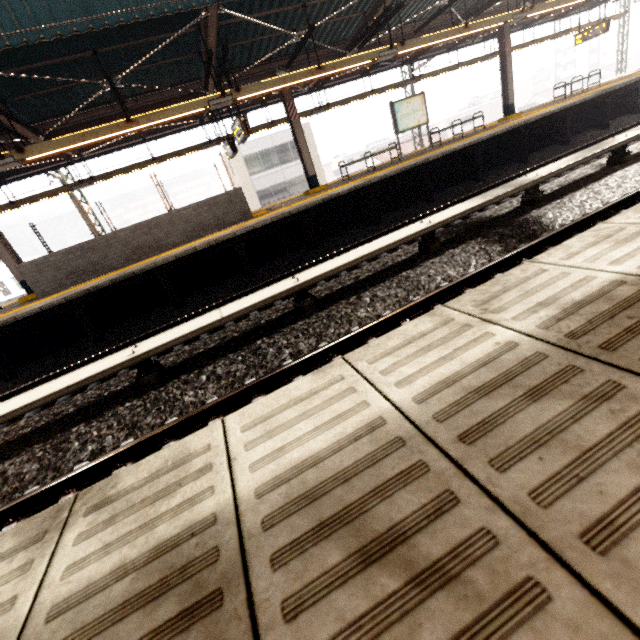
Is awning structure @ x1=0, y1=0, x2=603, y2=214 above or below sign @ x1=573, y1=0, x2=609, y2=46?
above

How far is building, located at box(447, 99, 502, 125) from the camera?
54.4m

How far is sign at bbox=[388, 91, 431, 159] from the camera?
12.30m

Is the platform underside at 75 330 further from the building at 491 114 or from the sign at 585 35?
the building at 491 114

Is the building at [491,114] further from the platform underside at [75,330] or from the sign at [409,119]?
the sign at [409,119]

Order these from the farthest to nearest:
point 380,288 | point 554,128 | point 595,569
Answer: point 554,128
point 380,288
point 595,569

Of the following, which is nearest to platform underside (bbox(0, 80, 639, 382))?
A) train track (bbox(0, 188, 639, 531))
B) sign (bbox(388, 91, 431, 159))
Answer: sign (bbox(388, 91, 431, 159))

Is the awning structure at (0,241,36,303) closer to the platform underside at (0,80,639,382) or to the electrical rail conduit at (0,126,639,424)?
the platform underside at (0,80,639,382)
